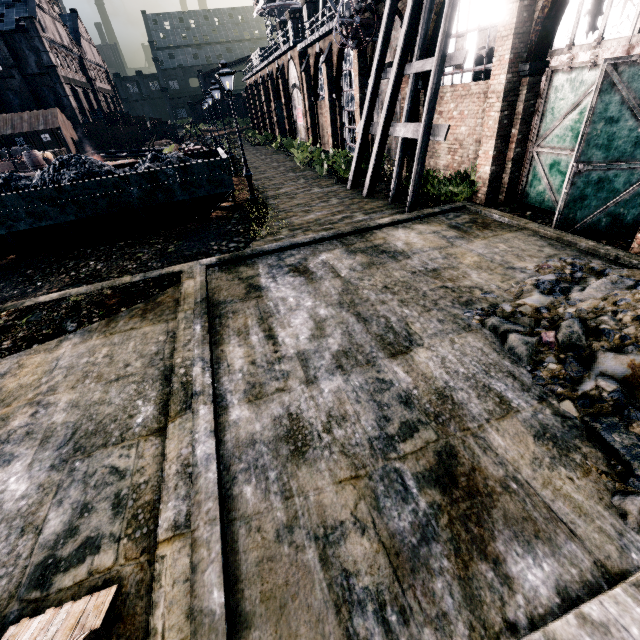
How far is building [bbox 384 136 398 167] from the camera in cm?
1890

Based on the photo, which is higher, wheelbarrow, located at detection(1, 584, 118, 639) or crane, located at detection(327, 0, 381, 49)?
crane, located at detection(327, 0, 381, 49)

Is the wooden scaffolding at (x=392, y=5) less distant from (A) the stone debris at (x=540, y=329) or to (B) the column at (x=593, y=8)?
(A) the stone debris at (x=540, y=329)

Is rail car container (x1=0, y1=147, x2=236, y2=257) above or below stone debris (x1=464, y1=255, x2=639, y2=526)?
above

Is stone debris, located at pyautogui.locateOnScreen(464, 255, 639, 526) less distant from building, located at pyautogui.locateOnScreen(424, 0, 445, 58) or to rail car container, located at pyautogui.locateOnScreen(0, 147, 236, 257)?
building, located at pyautogui.locateOnScreen(424, 0, 445, 58)

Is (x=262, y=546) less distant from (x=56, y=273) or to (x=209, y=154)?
(x=56, y=273)

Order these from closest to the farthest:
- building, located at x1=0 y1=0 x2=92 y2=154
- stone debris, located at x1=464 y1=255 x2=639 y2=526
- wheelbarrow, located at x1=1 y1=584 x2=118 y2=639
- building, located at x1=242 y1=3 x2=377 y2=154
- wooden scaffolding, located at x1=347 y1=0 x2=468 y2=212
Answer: wheelbarrow, located at x1=1 y1=584 x2=118 y2=639
stone debris, located at x1=464 y1=255 x2=639 y2=526
wooden scaffolding, located at x1=347 y1=0 x2=468 y2=212
building, located at x1=242 y1=3 x2=377 y2=154
building, located at x1=0 y1=0 x2=92 y2=154

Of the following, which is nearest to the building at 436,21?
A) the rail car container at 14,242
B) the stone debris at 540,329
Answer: the stone debris at 540,329
